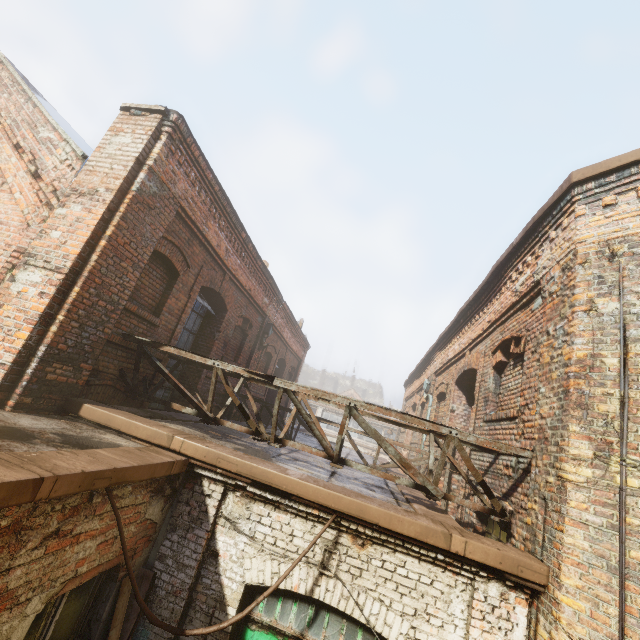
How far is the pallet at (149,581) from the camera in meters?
3.7 m

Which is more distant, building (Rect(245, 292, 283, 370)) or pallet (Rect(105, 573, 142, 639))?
building (Rect(245, 292, 283, 370))

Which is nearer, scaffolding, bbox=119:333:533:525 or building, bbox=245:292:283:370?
scaffolding, bbox=119:333:533:525

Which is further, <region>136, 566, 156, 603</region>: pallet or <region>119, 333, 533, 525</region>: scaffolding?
<region>119, 333, 533, 525</region>: scaffolding

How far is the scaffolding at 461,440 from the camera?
4.3 meters

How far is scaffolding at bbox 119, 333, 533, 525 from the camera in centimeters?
425cm

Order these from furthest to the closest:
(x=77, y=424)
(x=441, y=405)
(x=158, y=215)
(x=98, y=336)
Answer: (x=441, y=405)
(x=158, y=215)
(x=98, y=336)
(x=77, y=424)

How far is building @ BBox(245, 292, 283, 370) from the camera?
10.6m
